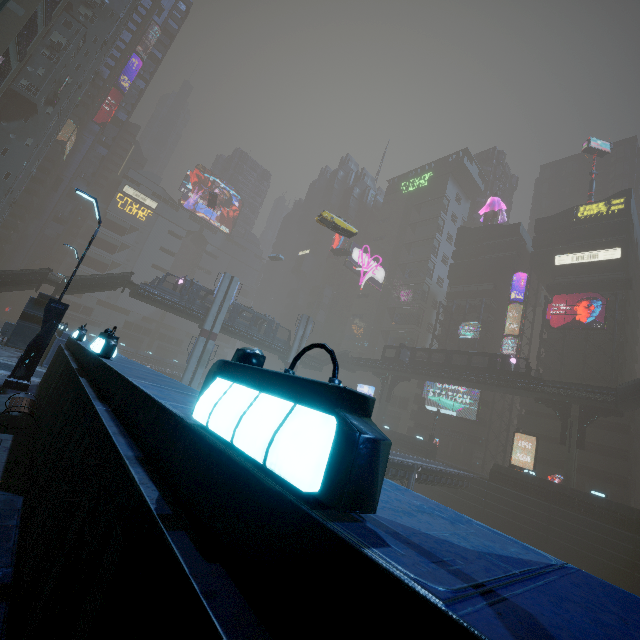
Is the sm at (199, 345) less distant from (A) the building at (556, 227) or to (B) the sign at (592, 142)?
(A) the building at (556, 227)

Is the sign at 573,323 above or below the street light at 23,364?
above

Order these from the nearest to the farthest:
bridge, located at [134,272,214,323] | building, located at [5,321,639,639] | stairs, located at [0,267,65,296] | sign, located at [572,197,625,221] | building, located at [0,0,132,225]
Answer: building, located at [5,321,639,639], stairs, located at [0,267,65,296], building, located at [0,0,132,225], bridge, located at [134,272,214,323], sign, located at [572,197,625,221]

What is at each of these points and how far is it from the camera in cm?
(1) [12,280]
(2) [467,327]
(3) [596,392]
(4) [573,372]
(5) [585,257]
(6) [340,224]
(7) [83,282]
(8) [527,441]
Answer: (1) stairs, 3044
(2) sign, 5509
(3) bridge, 3312
(4) building, 4456
(5) sign, 4744
(6) taxi, 3253
(7) stairs, 3403
(8) building, 4416

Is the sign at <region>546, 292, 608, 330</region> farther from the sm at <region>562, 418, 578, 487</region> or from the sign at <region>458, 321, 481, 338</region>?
the sm at <region>562, 418, 578, 487</region>

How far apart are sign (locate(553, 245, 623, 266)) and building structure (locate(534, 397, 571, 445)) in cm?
2272

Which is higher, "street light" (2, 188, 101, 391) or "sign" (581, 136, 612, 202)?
"sign" (581, 136, 612, 202)

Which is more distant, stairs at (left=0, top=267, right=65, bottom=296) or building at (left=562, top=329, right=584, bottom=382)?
building at (left=562, top=329, right=584, bottom=382)
